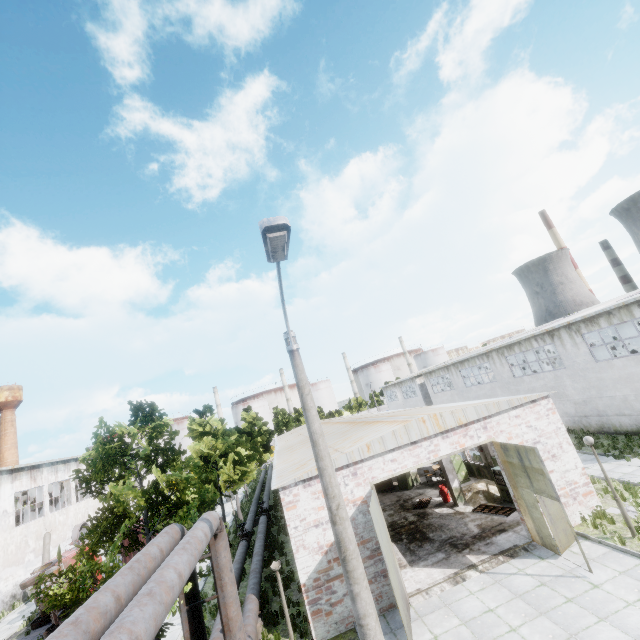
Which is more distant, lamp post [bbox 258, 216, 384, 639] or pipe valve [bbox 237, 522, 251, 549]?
pipe valve [bbox 237, 522, 251, 549]

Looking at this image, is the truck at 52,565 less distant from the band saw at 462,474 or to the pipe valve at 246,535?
the pipe valve at 246,535

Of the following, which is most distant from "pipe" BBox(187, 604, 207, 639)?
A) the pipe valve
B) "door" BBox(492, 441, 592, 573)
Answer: "door" BBox(492, 441, 592, 573)

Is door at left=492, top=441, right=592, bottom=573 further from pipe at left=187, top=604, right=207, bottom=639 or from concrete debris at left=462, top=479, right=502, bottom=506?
pipe at left=187, top=604, right=207, bottom=639

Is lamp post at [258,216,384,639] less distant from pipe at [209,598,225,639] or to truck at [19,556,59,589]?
pipe at [209,598,225,639]

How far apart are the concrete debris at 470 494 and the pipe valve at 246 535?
12.4m

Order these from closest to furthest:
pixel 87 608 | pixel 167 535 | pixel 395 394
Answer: pixel 87 608 < pixel 167 535 < pixel 395 394

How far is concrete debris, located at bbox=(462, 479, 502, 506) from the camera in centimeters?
1725cm
